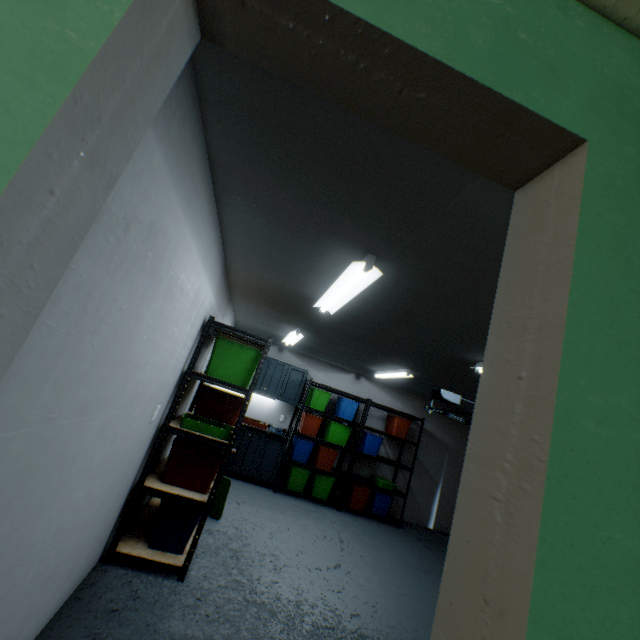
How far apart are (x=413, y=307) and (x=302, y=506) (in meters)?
4.24

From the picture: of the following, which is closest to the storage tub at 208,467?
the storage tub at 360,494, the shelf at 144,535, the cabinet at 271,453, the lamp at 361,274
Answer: the shelf at 144,535

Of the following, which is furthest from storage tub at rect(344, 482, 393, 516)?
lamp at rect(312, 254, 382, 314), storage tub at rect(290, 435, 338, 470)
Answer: lamp at rect(312, 254, 382, 314)

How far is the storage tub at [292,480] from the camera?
5.6 meters

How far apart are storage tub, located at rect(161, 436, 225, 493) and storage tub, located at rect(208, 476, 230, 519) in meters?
0.4 m

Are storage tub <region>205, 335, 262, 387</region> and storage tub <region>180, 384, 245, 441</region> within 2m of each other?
yes

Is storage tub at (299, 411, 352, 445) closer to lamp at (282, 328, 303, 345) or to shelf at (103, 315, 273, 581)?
lamp at (282, 328, 303, 345)

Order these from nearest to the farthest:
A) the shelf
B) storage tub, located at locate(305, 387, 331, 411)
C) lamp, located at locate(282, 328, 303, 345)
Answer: the shelf, lamp, located at locate(282, 328, 303, 345), storage tub, located at locate(305, 387, 331, 411)
